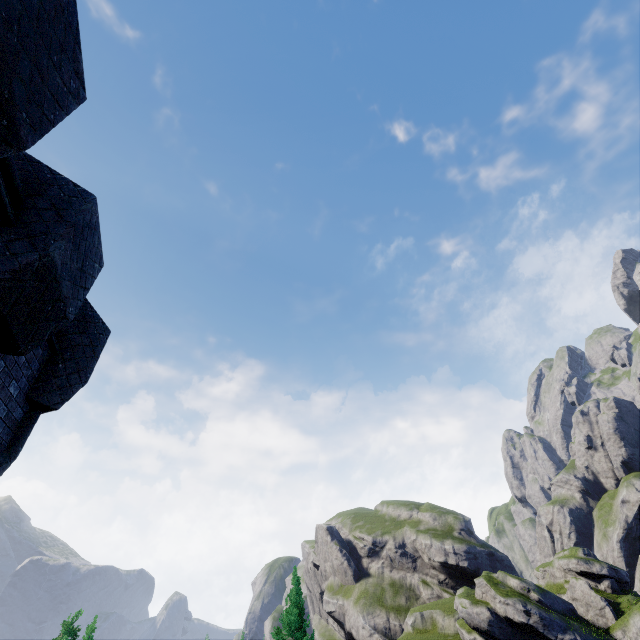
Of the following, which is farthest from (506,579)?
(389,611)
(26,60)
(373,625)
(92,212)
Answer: (26,60)
